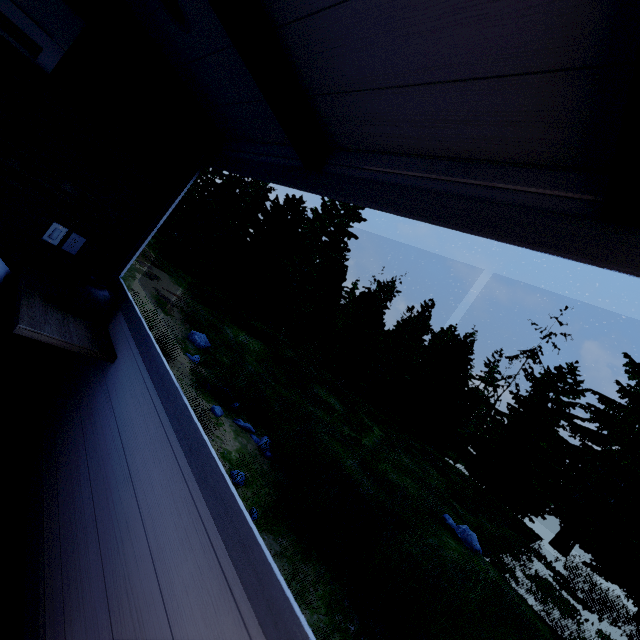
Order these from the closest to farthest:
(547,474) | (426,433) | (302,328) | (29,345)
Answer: (29,345) < (547,474) < (426,433) < (302,328)

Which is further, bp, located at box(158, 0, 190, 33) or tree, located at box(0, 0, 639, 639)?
bp, located at box(158, 0, 190, 33)

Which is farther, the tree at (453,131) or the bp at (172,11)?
the bp at (172,11)

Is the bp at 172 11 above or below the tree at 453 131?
above

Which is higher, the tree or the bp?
the bp
